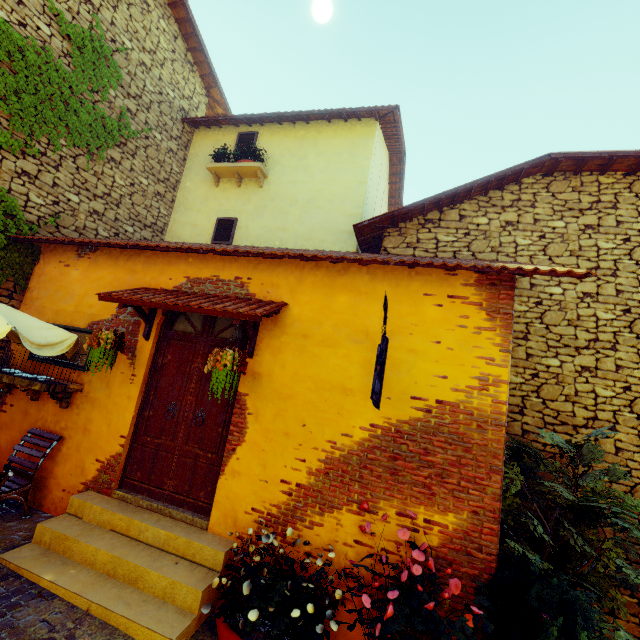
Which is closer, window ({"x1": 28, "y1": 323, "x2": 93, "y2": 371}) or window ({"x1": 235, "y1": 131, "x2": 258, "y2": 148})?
window ({"x1": 28, "y1": 323, "x2": 93, "y2": 371})

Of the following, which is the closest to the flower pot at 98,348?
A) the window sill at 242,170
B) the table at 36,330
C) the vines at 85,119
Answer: the table at 36,330

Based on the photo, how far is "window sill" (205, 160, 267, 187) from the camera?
7.67m

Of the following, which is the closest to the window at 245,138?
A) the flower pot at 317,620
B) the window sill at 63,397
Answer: the window sill at 63,397

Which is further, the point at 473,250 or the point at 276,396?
the point at 473,250

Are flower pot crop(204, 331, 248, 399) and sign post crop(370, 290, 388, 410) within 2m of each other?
yes

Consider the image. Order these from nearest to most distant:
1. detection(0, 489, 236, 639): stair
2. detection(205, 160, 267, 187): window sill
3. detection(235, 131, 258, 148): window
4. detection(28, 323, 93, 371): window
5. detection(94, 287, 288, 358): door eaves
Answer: detection(0, 489, 236, 639): stair < detection(94, 287, 288, 358): door eaves < detection(28, 323, 93, 371): window < detection(205, 160, 267, 187): window sill < detection(235, 131, 258, 148): window

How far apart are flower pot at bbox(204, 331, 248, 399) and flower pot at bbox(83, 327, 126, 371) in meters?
1.5
